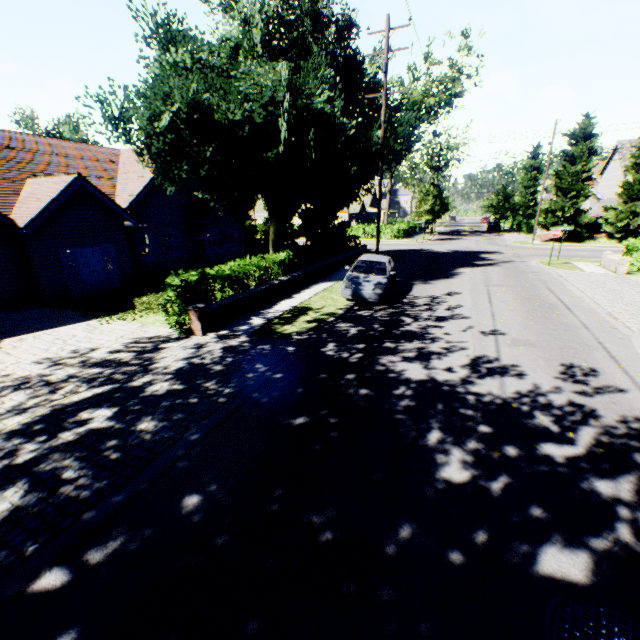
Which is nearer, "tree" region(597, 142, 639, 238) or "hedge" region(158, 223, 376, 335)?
"hedge" region(158, 223, 376, 335)

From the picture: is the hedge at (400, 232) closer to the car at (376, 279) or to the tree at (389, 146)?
the tree at (389, 146)

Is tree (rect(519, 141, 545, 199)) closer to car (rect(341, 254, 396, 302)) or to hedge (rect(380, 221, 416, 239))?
hedge (rect(380, 221, 416, 239))

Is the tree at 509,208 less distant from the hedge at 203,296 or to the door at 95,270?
the hedge at 203,296

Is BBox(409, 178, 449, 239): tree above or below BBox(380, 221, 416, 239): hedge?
above

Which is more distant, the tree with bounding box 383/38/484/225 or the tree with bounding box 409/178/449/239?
the tree with bounding box 409/178/449/239

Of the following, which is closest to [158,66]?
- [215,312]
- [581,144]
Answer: [215,312]
